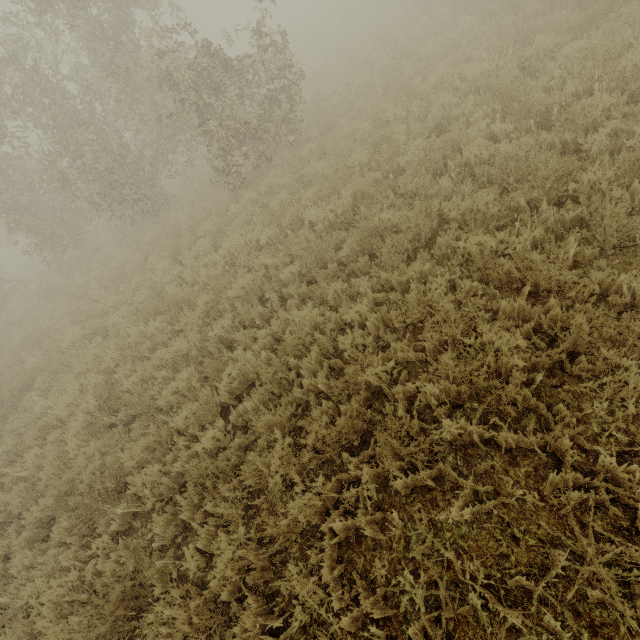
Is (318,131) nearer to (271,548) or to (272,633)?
(271,548)
